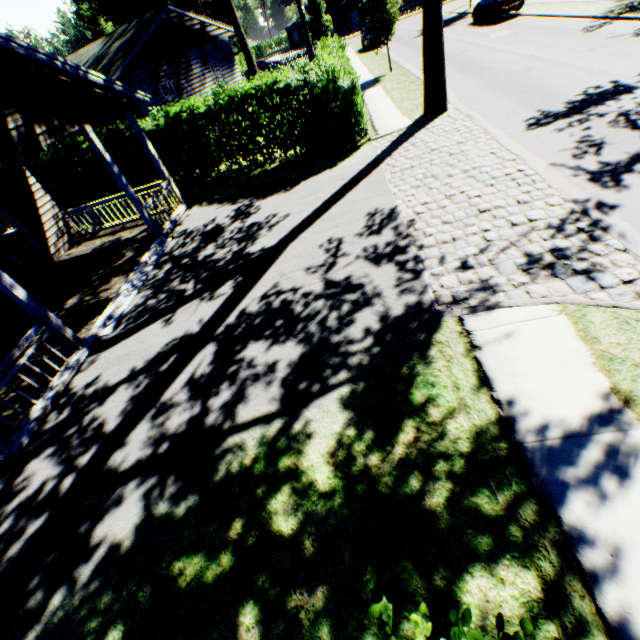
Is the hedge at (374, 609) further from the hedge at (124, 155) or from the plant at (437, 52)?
the hedge at (124, 155)

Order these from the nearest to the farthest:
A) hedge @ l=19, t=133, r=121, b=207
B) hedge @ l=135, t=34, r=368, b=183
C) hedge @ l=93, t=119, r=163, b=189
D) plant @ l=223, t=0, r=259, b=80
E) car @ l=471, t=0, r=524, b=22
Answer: hedge @ l=135, t=34, r=368, b=183, hedge @ l=93, t=119, r=163, b=189, hedge @ l=19, t=133, r=121, b=207, plant @ l=223, t=0, r=259, b=80, car @ l=471, t=0, r=524, b=22

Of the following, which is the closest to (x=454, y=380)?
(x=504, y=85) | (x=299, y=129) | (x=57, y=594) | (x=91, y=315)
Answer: (x=57, y=594)

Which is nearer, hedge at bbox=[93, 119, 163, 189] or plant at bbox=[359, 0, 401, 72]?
hedge at bbox=[93, 119, 163, 189]

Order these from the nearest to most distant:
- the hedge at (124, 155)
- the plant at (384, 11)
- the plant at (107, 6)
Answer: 1. the hedge at (124, 155)
2. the plant at (384, 11)
3. the plant at (107, 6)

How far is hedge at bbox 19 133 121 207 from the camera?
15.2 meters

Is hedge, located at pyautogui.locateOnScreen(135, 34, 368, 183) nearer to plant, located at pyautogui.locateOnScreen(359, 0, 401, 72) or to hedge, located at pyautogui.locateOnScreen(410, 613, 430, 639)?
plant, located at pyautogui.locateOnScreen(359, 0, 401, 72)

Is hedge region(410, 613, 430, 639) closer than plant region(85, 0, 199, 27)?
Yes
